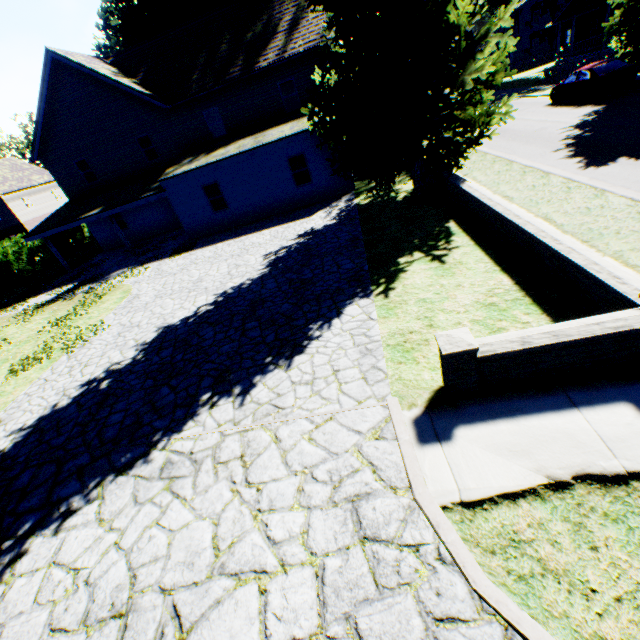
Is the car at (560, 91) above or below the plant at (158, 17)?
below

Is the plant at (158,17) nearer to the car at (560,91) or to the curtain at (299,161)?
the car at (560,91)

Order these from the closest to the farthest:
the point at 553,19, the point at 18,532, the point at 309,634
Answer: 1. the point at 309,634
2. the point at 18,532
3. the point at 553,19

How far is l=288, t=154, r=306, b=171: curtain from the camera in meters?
16.8 m

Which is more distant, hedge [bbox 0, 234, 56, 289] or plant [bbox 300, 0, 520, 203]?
hedge [bbox 0, 234, 56, 289]

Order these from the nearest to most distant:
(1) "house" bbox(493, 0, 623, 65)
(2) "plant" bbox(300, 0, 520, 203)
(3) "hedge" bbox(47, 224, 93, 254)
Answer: (2) "plant" bbox(300, 0, 520, 203), (3) "hedge" bbox(47, 224, 93, 254), (1) "house" bbox(493, 0, 623, 65)
